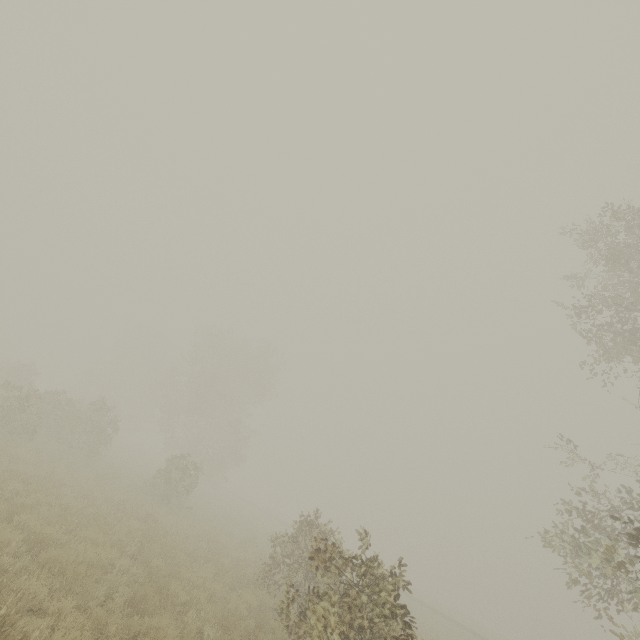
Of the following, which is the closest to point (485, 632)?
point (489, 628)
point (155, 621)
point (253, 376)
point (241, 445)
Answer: point (489, 628)
